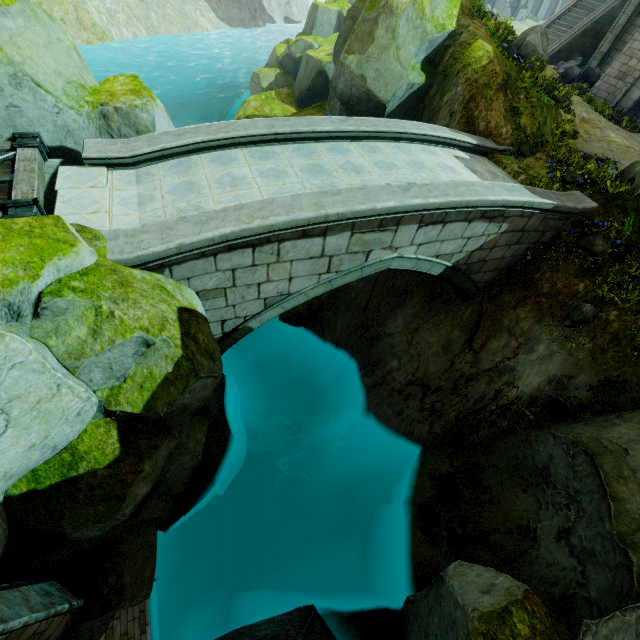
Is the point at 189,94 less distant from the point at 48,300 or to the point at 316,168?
the point at 316,168

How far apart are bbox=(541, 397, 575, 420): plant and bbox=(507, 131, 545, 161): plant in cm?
711

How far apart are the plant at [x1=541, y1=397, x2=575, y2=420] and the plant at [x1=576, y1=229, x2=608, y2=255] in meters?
4.1 m

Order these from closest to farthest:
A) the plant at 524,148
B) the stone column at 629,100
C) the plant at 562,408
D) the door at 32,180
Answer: the door at 32,180 → the plant at 562,408 → the plant at 524,148 → the stone column at 629,100

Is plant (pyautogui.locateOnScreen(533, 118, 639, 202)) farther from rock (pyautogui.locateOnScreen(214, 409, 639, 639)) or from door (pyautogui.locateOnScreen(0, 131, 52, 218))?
door (pyautogui.locateOnScreen(0, 131, 52, 218))

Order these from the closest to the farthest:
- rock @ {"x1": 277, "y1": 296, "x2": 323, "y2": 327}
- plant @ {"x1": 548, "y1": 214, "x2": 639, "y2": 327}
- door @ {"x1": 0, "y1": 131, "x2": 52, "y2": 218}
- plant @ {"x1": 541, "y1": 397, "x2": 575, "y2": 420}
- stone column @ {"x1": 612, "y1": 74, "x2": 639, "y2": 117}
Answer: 1. door @ {"x1": 0, "y1": 131, "x2": 52, "y2": 218}
2. plant @ {"x1": 548, "y1": 214, "x2": 639, "y2": 327}
3. plant @ {"x1": 541, "y1": 397, "x2": 575, "y2": 420}
4. rock @ {"x1": 277, "y1": 296, "x2": 323, "y2": 327}
5. stone column @ {"x1": 612, "y1": 74, "x2": 639, "y2": 117}

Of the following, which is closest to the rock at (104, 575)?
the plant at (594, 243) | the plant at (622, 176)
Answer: the plant at (594, 243)

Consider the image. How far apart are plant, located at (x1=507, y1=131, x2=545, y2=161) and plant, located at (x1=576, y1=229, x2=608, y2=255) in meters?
2.9
